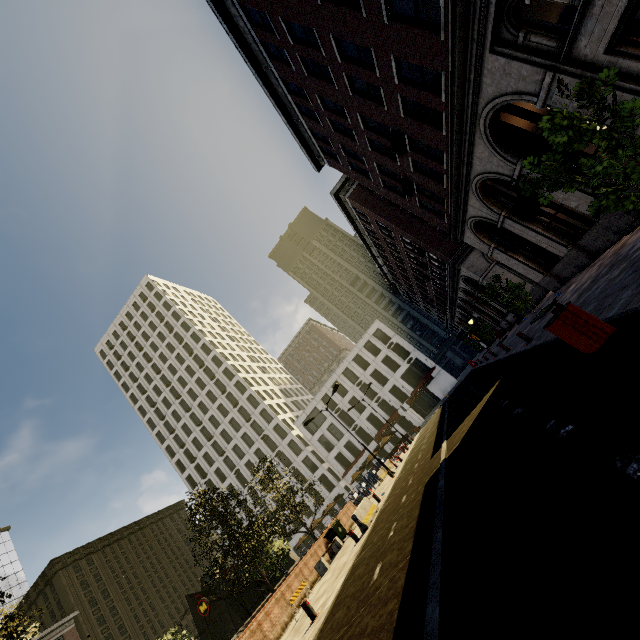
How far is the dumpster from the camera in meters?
19.5 m

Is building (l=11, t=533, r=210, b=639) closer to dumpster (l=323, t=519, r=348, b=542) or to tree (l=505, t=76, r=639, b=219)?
tree (l=505, t=76, r=639, b=219)

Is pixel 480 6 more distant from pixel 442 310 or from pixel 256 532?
pixel 442 310

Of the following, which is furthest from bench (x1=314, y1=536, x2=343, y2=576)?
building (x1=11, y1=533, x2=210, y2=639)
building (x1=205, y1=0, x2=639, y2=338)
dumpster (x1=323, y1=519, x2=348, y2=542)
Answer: building (x1=11, y1=533, x2=210, y2=639)

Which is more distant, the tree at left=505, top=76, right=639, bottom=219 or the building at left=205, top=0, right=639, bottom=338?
the building at left=205, top=0, right=639, bottom=338

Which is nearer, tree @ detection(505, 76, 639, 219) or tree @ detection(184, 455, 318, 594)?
tree @ detection(505, 76, 639, 219)

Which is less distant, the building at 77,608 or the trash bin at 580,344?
the trash bin at 580,344

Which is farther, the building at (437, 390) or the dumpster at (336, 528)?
the building at (437, 390)
